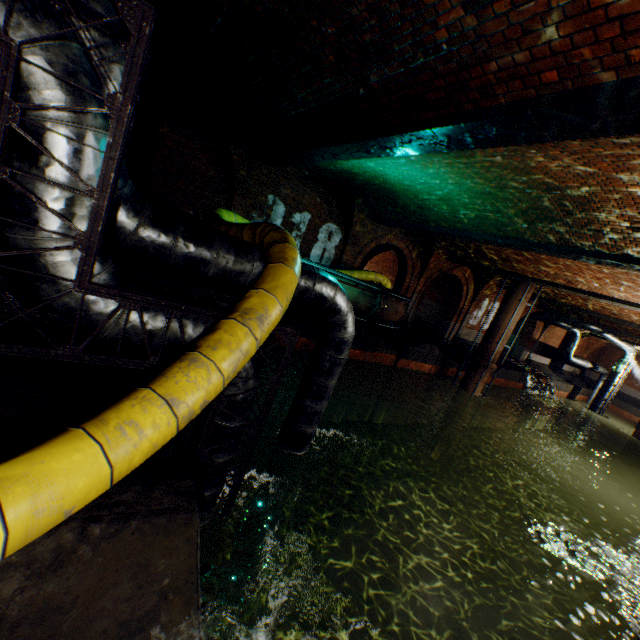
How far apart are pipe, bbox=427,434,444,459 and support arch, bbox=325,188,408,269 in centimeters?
881cm

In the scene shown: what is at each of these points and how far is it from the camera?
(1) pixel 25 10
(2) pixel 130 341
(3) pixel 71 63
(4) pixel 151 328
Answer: (1) pipe, 2.0 meters
(2) pipe, 3.0 meters
(3) pipe, 2.2 meters
(4) pipe, 3.0 meters

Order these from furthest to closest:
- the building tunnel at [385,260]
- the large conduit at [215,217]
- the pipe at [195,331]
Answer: the building tunnel at [385,260], the pipe at [195,331], the large conduit at [215,217]

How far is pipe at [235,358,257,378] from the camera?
3.63m

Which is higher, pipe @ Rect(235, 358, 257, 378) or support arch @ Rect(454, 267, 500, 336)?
support arch @ Rect(454, 267, 500, 336)

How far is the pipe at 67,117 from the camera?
2.16m

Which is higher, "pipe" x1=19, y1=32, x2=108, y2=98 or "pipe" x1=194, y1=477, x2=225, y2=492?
"pipe" x1=19, y1=32, x2=108, y2=98

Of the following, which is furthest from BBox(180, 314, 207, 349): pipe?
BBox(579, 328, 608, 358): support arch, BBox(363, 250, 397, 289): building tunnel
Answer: BBox(579, 328, 608, 358): support arch
